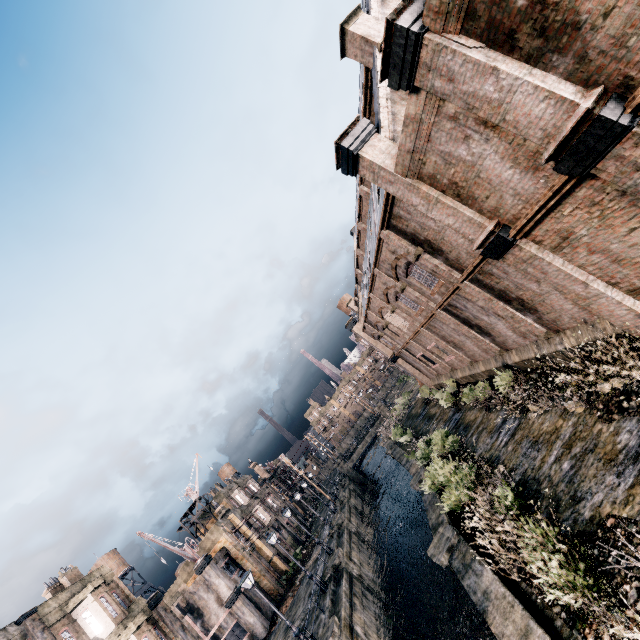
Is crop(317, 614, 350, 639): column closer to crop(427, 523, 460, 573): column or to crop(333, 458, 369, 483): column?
crop(427, 523, 460, 573): column

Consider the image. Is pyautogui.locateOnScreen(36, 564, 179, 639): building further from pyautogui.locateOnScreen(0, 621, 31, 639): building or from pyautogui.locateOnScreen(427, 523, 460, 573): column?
pyautogui.locateOnScreen(427, 523, 460, 573): column

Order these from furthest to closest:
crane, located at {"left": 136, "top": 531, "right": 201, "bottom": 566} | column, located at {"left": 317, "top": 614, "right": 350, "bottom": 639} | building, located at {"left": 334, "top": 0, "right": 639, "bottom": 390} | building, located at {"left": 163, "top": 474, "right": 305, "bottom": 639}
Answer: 1. building, located at {"left": 163, "top": 474, "right": 305, "bottom": 639}
2. crane, located at {"left": 136, "top": 531, "right": 201, "bottom": 566}
3. column, located at {"left": 317, "top": 614, "right": 350, "bottom": 639}
4. building, located at {"left": 334, "top": 0, "right": 639, "bottom": 390}

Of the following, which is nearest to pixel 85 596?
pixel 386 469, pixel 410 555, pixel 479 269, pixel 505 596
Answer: pixel 410 555

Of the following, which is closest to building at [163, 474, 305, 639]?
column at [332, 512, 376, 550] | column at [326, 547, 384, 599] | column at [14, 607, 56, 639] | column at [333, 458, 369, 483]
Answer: column at [332, 512, 376, 550]

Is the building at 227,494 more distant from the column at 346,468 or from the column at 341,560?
the column at 346,468

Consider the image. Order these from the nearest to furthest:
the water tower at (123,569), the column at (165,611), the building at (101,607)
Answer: the building at (101,607), the column at (165,611), the water tower at (123,569)

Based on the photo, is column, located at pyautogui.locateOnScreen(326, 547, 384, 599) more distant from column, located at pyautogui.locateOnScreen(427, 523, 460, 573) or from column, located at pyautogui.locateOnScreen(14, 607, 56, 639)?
column, located at pyautogui.locateOnScreen(427, 523, 460, 573)
